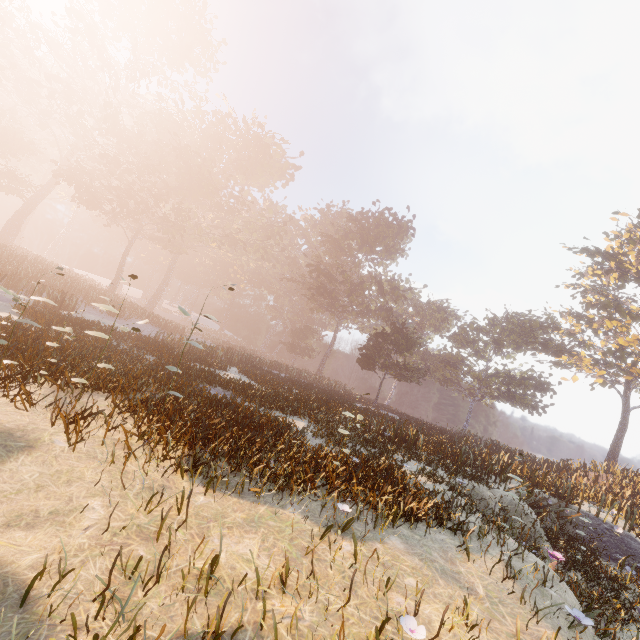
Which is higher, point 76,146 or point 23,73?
point 23,73

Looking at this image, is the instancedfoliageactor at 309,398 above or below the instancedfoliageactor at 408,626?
above

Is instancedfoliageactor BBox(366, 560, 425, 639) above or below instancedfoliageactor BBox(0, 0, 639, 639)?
below

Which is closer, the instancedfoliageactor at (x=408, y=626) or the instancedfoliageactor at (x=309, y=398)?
the instancedfoliageactor at (x=408, y=626)

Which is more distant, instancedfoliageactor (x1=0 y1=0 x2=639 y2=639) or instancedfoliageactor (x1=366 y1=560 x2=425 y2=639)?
instancedfoliageactor (x1=0 y1=0 x2=639 y2=639)
